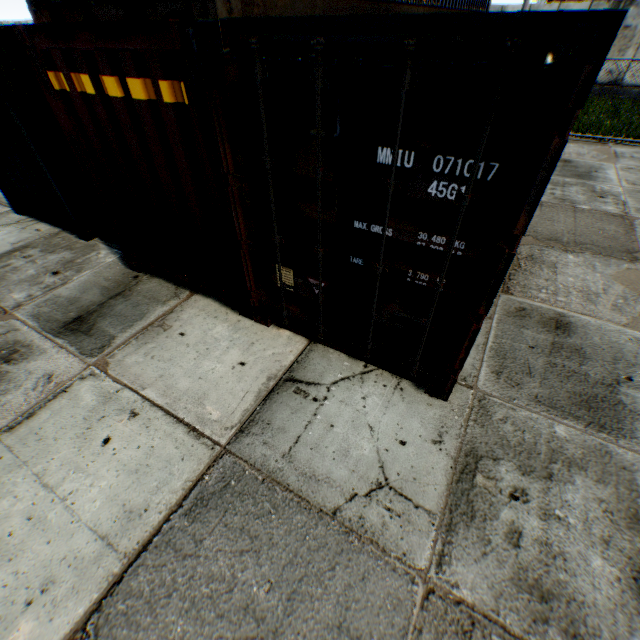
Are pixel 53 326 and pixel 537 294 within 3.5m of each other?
no
